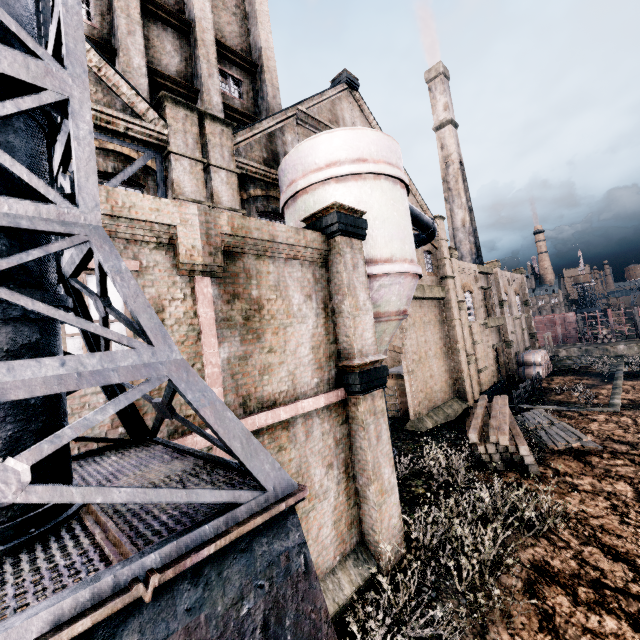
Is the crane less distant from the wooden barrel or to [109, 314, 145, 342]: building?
[109, 314, 145, 342]: building

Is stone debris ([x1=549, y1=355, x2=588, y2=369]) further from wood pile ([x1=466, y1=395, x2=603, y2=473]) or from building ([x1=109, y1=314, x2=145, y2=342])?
wood pile ([x1=466, y1=395, x2=603, y2=473])

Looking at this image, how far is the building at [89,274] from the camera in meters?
5.2

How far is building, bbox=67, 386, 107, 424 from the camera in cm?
480

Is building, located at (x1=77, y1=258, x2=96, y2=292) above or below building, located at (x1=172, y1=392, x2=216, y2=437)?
above

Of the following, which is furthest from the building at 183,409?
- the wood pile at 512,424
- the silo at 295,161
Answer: the wood pile at 512,424

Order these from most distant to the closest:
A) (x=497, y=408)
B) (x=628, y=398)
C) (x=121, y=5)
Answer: (x=628, y=398)
(x=497, y=408)
(x=121, y=5)

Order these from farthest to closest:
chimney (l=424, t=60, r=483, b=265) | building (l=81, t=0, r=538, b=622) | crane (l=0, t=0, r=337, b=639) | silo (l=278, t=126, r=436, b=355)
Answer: chimney (l=424, t=60, r=483, b=265) → silo (l=278, t=126, r=436, b=355) → building (l=81, t=0, r=538, b=622) → crane (l=0, t=0, r=337, b=639)
